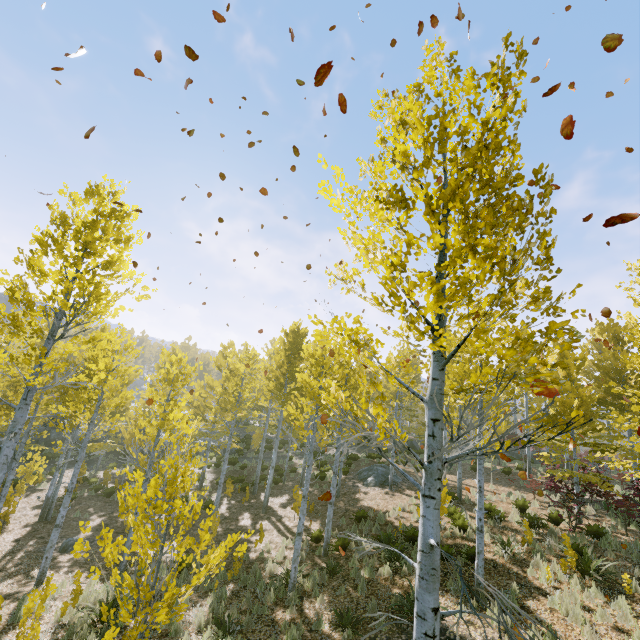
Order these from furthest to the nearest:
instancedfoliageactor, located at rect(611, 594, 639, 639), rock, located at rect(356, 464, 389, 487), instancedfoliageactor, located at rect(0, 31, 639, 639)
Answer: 1. rock, located at rect(356, 464, 389, 487)
2. instancedfoliageactor, located at rect(611, 594, 639, 639)
3. instancedfoliageactor, located at rect(0, 31, 639, 639)

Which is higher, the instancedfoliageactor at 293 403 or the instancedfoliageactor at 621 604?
the instancedfoliageactor at 293 403

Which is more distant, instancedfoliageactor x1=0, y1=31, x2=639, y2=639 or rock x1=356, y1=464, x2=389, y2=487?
rock x1=356, y1=464, x2=389, y2=487

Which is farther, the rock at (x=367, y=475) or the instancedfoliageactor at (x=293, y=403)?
the rock at (x=367, y=475)

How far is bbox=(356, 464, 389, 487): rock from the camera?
19.2 meters

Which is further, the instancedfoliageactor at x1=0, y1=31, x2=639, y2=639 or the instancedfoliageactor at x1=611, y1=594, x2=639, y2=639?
the instancedfoliageactor at x1=611, y1=594, x2=639, y2=639

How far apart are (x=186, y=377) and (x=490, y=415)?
11.7 meters
